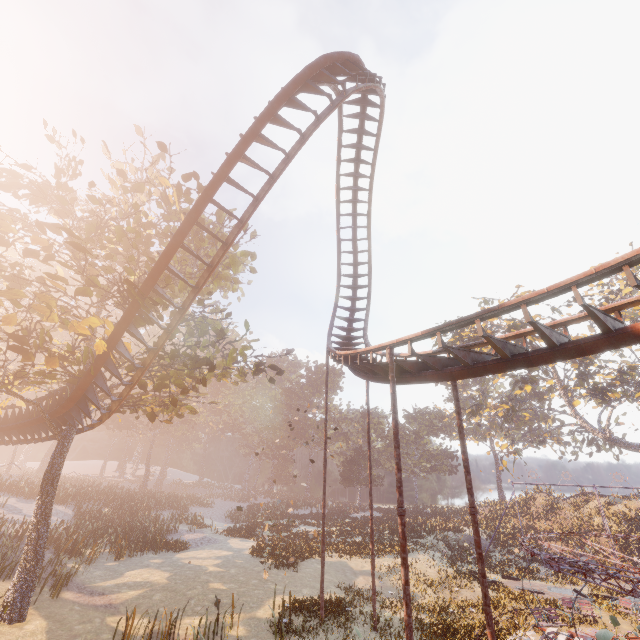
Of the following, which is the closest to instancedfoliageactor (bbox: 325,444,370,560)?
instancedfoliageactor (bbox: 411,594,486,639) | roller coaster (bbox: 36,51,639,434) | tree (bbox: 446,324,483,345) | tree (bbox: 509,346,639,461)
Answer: instancedfoliageactor (bbox: 411,594,486,639)

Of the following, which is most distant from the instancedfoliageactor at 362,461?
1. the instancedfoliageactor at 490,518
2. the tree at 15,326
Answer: the instancedfoliageactor at 490,518

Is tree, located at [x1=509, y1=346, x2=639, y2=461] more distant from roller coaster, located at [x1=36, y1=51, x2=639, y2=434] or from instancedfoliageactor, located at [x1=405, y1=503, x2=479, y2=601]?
roller coaster, located at [x1=36, y1=51, x2=639, y2=434]

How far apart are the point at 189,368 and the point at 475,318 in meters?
12.0 m

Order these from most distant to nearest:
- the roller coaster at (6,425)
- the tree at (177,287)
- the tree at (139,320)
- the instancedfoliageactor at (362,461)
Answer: the instancedfoliageactor at (362,461), the roller coaster at (6,425), the tree at (177,287), the tree at (139,320)

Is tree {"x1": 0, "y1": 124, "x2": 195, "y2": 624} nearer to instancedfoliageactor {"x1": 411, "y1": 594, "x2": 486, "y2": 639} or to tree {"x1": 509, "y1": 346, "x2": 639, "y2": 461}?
instancedfoliageactor {"x1": 411, "y1": 594, "x2": 486, "y2": 639}

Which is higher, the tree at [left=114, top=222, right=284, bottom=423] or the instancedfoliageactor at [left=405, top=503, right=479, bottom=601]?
the tree at [left=114, top=222, right=284, bottom=423]

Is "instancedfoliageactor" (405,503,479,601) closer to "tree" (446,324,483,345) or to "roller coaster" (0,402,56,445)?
"tree" (446,324,483,345)
